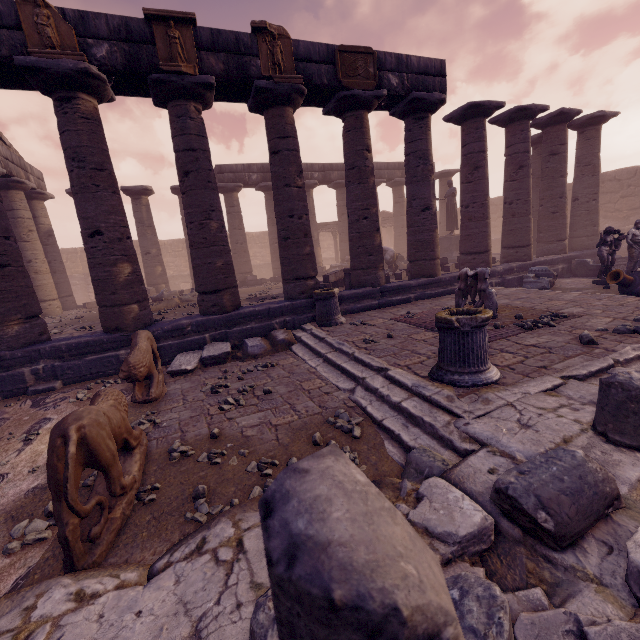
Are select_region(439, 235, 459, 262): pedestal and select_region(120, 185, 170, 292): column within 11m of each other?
no

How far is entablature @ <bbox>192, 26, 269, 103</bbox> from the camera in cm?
721

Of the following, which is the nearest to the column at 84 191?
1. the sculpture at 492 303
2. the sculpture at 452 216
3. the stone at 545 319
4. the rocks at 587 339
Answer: the sculpture at 492 303

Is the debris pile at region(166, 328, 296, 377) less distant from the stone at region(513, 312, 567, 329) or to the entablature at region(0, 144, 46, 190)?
the stone at region(513, 312, 567, 329)

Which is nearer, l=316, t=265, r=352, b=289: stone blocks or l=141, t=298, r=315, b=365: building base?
l=141, t=298, r=315, b=365: building base

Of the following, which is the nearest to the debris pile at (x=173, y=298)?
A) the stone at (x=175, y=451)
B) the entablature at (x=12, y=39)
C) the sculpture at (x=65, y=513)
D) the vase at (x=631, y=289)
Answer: the entablature at (x=12, y=39)

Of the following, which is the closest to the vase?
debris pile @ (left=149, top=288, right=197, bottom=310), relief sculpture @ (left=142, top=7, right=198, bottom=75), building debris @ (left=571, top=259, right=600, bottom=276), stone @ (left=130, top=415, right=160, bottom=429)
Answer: building debris @ (left=571, top=259, right=600, bottom=276)

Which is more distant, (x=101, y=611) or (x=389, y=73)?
(x=389, y=73)
